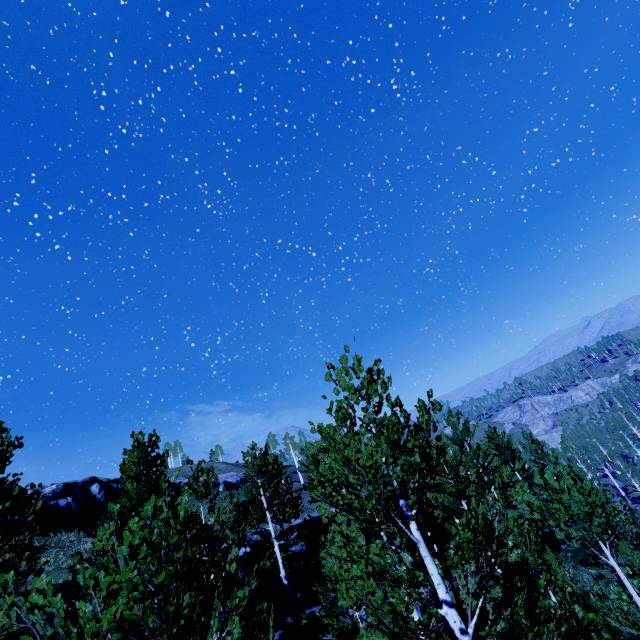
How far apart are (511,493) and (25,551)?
26.9m

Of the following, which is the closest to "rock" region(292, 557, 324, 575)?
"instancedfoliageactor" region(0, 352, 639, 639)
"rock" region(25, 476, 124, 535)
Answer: "instancedfoliageactor" region(0, 352, 639, 639)

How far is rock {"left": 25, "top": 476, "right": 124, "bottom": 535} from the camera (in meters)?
35.28

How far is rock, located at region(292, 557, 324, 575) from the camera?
22.2m

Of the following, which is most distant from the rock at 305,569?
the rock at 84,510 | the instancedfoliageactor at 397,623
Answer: the rock at 84,510

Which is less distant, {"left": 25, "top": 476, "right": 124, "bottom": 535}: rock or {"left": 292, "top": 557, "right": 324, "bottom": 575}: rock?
{"left": 292, "top": 557, "right": 324, "bottom": 575}: rock

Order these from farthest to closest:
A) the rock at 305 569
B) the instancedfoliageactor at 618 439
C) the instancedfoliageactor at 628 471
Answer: the instancedfoliageactor at 618 439
the instancedfoliageactor at 628 471
the rock at 305 569
